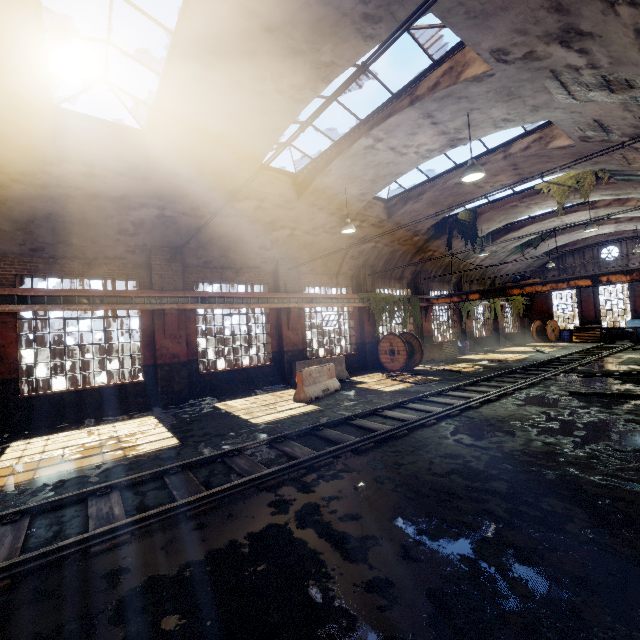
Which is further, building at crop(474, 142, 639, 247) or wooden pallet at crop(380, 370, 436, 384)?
wooden pallet at crop(380, 370, 436, 384)

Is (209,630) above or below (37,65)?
below

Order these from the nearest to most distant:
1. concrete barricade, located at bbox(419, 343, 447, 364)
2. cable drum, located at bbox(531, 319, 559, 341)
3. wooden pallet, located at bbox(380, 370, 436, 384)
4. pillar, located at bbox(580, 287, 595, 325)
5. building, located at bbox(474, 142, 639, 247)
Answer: building, located at bbox(474, 142, 639, 247)
wooden pallet, located at bbox(380, 370, 436, 384)
concrete barricade, located at bbox(419, 343, 447, 364)
pillar, located at bbox(580, 287, 595, 325)
cable drum, located at bbox(531, 319, 559, 341)

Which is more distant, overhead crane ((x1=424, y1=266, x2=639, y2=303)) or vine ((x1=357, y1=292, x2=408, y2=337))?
vine ((x1=357, y1=292, x2=408, y2=337))

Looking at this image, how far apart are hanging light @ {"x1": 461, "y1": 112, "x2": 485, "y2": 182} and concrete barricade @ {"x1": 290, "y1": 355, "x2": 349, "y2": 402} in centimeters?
703cm

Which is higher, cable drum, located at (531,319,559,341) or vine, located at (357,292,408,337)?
vine, located at (357,292,408,337)

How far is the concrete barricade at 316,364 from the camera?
→ 10.4 meters

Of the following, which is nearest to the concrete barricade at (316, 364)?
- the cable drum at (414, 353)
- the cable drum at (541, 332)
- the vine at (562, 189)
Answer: the cable drum at (414, 353)
